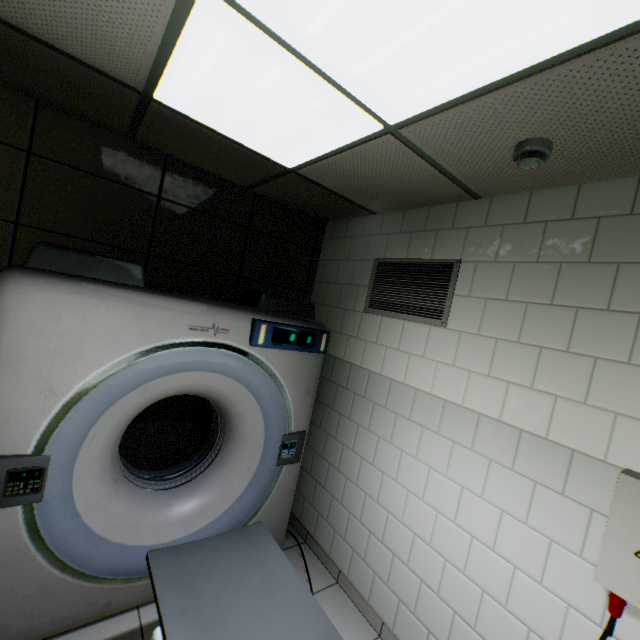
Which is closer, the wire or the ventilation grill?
the wire

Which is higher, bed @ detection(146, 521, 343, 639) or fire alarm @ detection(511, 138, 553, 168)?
fire alarm @ detection(511, 138, 553, 168)

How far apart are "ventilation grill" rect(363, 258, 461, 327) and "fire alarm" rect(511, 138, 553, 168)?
0.80m

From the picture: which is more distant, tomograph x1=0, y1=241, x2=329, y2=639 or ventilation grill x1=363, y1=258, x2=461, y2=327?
ventilation grill x1=363, y1=258, x2=461, y2=327

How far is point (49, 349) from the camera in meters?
1.7 m

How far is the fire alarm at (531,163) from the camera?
1.5 meters

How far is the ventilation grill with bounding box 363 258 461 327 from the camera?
2.4 meters

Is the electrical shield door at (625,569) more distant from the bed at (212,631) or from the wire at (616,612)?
the bed at (212,631)
